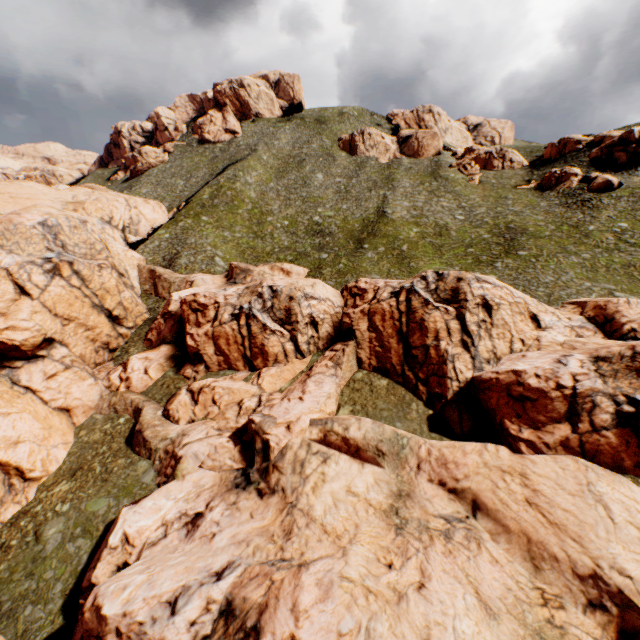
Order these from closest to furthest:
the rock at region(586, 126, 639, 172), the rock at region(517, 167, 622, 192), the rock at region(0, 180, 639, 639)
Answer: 1. the rock at region(0, 180, 639, 639)
2. the rock at region(517, 167, 622, 192)
3. the rock at region(586, 126, 639, 172)

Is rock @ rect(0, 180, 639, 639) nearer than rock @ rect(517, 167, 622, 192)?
Yes

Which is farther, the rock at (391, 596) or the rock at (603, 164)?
the rock at (603, 164)

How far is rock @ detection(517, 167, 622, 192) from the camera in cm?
4853

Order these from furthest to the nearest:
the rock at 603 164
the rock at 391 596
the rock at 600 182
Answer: the rock at 603 164, the rock at 600 182, the rock at 391 596

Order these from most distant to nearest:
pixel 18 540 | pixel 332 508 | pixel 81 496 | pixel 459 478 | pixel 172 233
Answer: pixel 172 233 → pixel 81 496 → pixel 18 540 → pixel 459 478 → pixel 332 508

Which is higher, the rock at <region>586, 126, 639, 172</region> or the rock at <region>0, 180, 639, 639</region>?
the rock at <region>586, 126, 639, 172</region>
